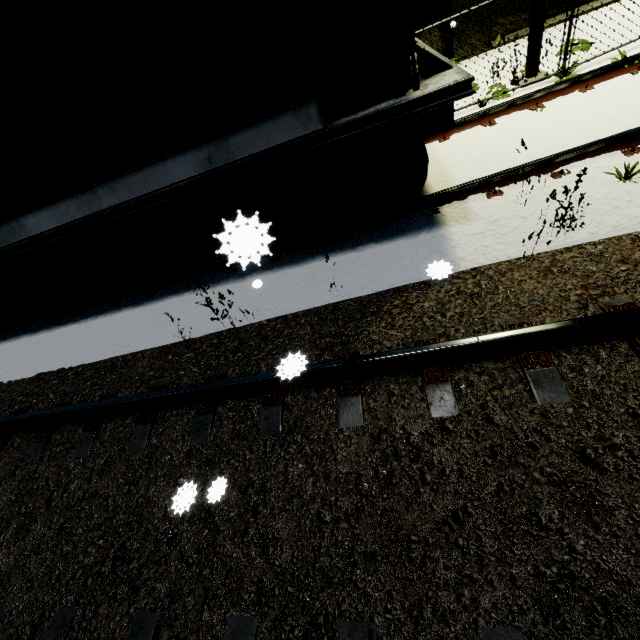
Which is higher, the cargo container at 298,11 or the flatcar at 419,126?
the cargo container at 298,11

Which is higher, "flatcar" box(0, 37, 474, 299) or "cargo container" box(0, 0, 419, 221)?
"cargo container" box(0, 0, 419, 221)

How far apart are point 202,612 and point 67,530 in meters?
1.6
